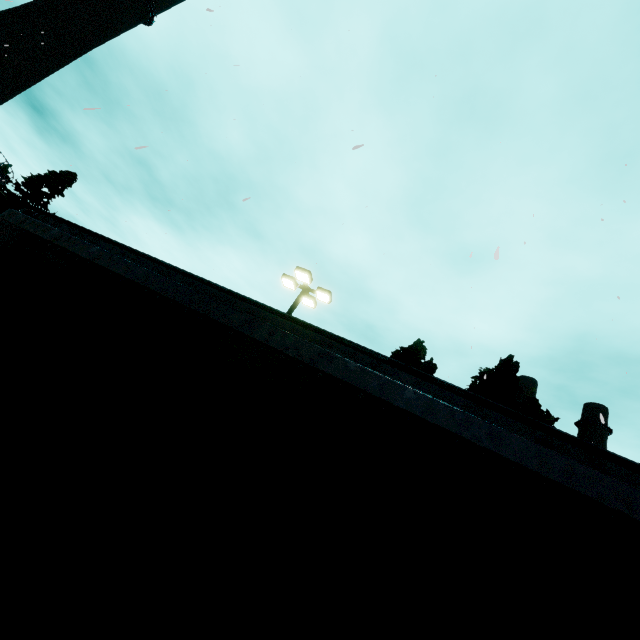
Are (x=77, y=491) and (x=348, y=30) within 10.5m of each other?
no

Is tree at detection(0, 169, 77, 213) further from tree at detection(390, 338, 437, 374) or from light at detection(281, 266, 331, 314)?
light at detection(281, 266, 331, 314)

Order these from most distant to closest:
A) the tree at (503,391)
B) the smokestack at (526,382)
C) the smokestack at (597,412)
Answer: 1. the smokestack at (526,382)
2. the smokestack at (597,412)
3. the tree at (503,391)

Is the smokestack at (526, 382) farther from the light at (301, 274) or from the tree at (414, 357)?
the light at (301, 274)

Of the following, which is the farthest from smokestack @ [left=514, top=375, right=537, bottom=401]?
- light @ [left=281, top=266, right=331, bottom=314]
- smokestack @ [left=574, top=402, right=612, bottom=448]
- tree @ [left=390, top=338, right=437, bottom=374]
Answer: light @ [left=281, top=266, right=331, bottom=314]

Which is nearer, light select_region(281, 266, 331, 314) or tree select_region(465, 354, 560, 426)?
light select_region(281, 266, 331, 314)

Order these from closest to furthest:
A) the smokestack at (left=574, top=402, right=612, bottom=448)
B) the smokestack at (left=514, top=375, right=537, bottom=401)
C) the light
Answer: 1. the light
2. the smokestack at (left=574, top=402, right=612, bottom=448)
3. the smokestack at (left=514, top=375, right=537, bottom=401)

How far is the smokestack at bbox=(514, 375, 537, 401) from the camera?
39.55m
